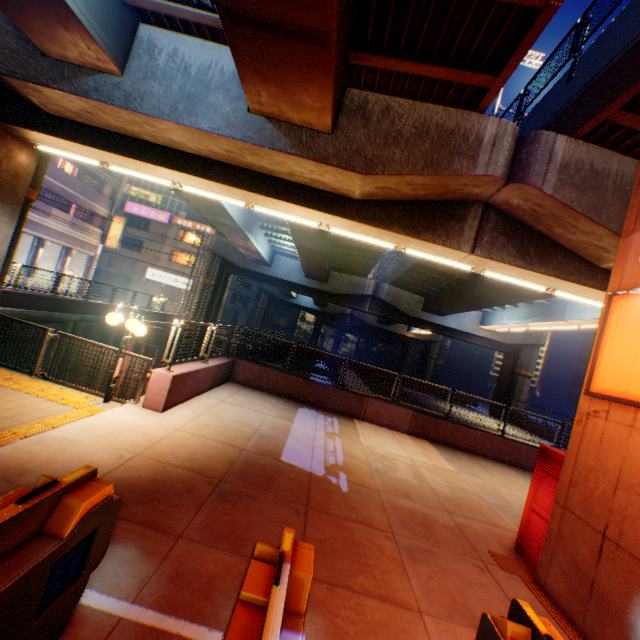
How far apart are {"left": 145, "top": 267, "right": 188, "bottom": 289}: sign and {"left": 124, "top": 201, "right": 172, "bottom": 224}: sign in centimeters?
602cm

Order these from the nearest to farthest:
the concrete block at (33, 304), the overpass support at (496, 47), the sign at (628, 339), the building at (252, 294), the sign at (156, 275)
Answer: the sign at (628, 339), the overpass support at (496, 47), the concrete block at (33, 304), the sign at (156, 275), the building at (252, 294)

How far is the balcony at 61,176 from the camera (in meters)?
25.41

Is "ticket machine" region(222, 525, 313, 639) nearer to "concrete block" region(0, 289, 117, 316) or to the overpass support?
the overpass support

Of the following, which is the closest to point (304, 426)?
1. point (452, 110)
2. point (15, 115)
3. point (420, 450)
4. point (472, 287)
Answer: point (420, 450)

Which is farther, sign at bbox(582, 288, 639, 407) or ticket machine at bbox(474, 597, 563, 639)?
sign at bbox(582, 288, 639, 407)

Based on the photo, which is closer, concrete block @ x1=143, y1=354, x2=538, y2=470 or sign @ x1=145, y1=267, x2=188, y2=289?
concrete block @ x1=143, y1=354, x2=538, y2=470

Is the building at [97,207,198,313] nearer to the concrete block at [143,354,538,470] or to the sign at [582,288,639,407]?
the concrete block at [143,354,538,470]
